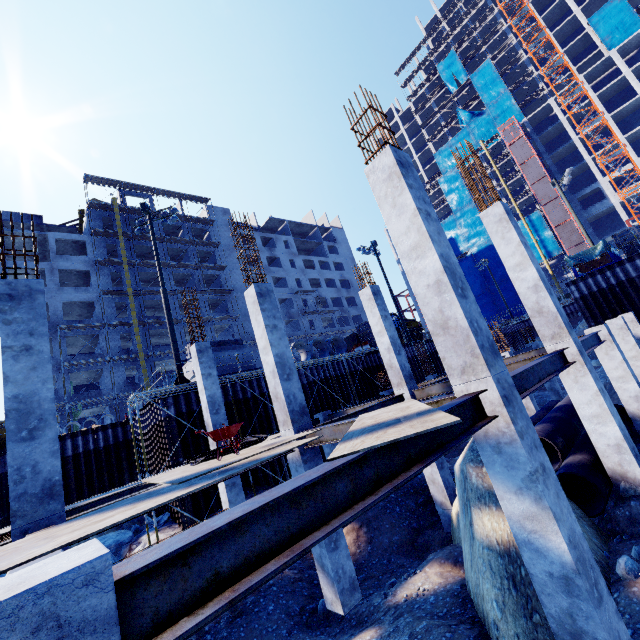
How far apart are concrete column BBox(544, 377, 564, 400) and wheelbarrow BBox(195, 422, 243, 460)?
21.3 meters

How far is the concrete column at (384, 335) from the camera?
11.4m

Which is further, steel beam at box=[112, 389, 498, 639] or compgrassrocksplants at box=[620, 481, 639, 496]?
compgrassrocksplants at box=[620, 481, 639, 496]

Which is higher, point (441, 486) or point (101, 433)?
point (101, 433)

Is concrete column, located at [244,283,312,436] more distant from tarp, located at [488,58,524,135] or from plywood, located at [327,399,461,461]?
tarp, located at [488,58,524,135]

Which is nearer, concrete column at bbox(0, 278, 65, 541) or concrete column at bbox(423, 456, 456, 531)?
concrete column at bbox(0, 278, 65, 541)

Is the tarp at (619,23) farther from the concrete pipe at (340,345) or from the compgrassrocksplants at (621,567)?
the compgrassrocksplants at (621,567)

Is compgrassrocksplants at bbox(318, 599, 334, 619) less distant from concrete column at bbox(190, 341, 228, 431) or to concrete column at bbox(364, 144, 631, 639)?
concrete column at bbox(190, 341, 228, 431)
